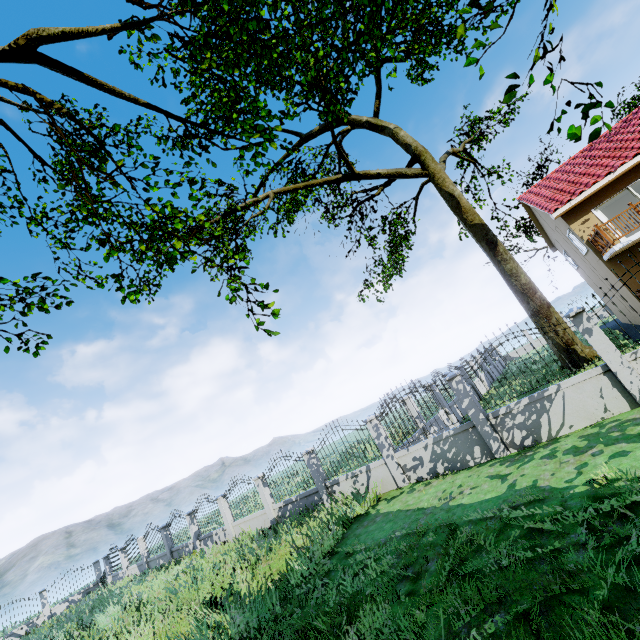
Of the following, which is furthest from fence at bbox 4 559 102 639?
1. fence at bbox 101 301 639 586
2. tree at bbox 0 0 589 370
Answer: tree at bbox 0 0 589 370

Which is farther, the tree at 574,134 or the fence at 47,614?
the fence at 47,614

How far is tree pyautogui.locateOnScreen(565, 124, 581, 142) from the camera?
4.2 meters

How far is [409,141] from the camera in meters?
17.7 m

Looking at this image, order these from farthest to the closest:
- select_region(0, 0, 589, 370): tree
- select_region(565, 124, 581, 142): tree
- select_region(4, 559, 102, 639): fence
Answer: select_region(4, 559, 102, 639): fence
select_region(0, 0, 589, 370): tree
select_region(565, 124, 581, 142): tree

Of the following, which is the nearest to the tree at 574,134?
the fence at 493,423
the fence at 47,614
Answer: the fence at 493,423

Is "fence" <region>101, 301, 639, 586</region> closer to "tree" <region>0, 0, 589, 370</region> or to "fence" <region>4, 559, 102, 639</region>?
"tree" <region>0, 0, 589, 370</region>
